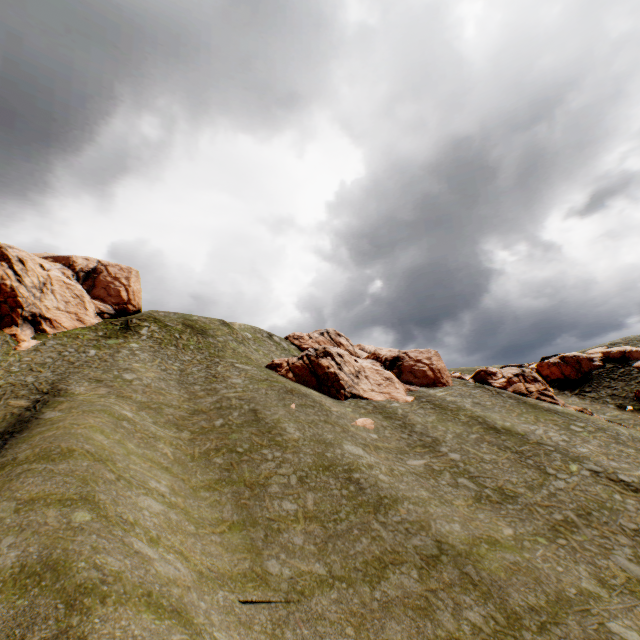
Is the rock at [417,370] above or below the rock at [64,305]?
below

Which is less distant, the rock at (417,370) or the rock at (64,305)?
the rock at (64,305)

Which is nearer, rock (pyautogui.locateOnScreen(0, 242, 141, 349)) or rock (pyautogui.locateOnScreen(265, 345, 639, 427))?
rock (pyautogui.locateOnScreen(0, 242, 141, 349))

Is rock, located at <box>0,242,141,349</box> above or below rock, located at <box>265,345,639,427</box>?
above

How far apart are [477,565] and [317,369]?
26.24m
